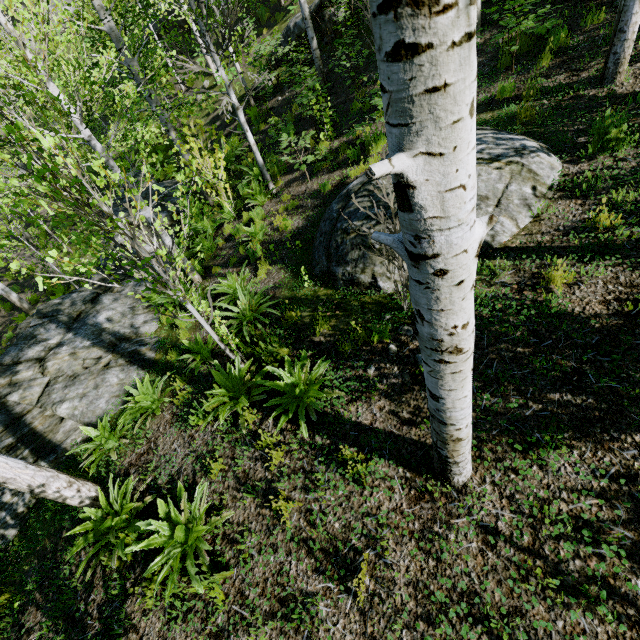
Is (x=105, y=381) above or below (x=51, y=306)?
below

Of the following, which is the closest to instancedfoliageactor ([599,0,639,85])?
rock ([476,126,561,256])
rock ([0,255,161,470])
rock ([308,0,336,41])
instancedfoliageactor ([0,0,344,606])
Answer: rock ([476,126,561,256])

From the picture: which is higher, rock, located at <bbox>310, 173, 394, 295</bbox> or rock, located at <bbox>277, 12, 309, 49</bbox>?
rock, located at <bbox>277, 12, 309, 49</bbox>

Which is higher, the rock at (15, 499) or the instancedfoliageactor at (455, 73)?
the instancedfoliageactor at (455, 73)

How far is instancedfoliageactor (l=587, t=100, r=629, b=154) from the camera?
4.3m

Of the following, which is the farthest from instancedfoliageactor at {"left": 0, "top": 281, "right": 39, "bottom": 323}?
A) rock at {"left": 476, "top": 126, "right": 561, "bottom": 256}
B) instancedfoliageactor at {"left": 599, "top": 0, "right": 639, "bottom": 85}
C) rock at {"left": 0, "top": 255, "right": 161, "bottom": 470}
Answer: instancedfoliageactor at {"left": 599, "top": 0, "right": 639, "bottom": 85}

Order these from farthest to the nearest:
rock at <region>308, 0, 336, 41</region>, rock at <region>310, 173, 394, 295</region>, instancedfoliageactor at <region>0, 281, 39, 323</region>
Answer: instancedfoliageactor at <region>0, 281, 39, 323</region>
rock at <region>308, 0, 336, 41</region>
rock at <region>310, 173, 394, 295</region>

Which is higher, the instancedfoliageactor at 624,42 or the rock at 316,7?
the rock at 316,7
